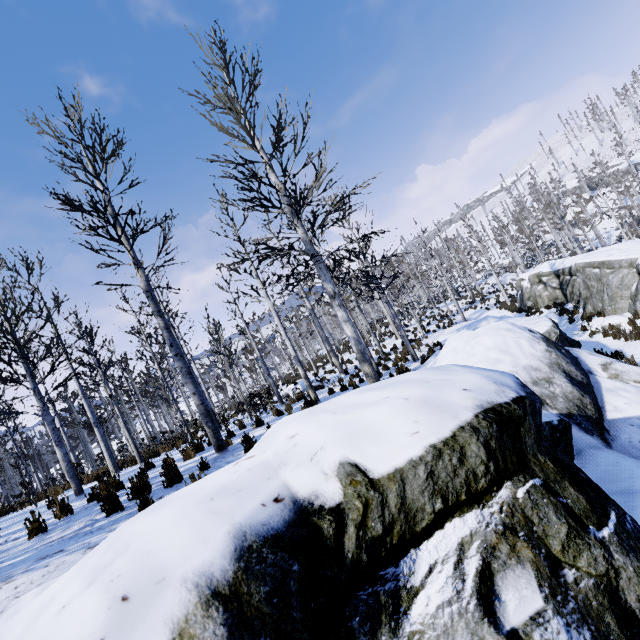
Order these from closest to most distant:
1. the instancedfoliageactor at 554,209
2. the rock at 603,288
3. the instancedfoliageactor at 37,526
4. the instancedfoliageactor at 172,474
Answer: the instancedfoliageactor at 37,526, the instancedfoliageactor at 172,474, the rock at 603,288, the instancedfoliageactor at 554,209

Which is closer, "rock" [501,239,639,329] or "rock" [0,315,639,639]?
"rock" [0,315,639,639]

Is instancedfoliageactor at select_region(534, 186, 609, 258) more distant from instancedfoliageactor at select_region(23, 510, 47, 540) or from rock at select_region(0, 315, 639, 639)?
instancedfoliageactor at select_region(23, 510, 47, 540)

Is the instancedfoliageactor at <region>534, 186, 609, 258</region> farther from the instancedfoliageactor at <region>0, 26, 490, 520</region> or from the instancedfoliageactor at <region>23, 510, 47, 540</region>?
the instancedfoliageactor at <region>23, 510, 47, 540</region>

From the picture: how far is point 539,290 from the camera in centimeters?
2116cm

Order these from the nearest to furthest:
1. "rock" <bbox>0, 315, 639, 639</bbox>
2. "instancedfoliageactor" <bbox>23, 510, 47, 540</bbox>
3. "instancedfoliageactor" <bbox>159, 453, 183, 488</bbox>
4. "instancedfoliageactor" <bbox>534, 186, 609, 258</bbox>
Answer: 1. "rock" <bbox>0, 315, 639, 639</bbox>
2. "instancedfoliageactor" <bbox>23, 510, 47, 540</bbox>
3. "instancedfoliageactor" <bbox>159, 453, 183, 488</bbox>
4. "instancedfoliageactor" <bbox>534, 186, 609, 258</bbox>

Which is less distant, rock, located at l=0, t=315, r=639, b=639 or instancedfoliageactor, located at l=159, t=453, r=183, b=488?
rock, located at l=0, t=315, r=639, b=639

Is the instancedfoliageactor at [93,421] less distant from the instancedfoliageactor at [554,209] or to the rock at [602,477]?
the rock at [602,477]
